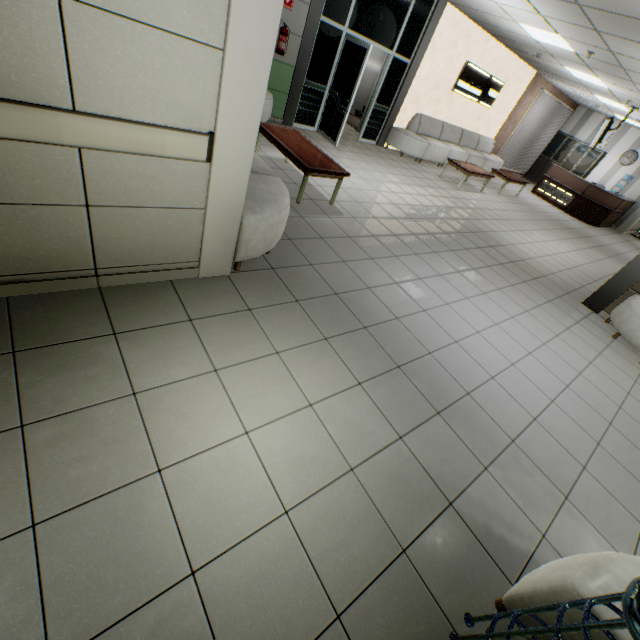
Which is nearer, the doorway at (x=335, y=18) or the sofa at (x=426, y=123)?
the doorway at (x=335, y=18)

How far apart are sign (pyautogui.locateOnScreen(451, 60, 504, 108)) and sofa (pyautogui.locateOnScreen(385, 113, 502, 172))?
0.8m

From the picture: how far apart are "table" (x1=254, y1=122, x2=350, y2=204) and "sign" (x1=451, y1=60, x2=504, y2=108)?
7.0 meters

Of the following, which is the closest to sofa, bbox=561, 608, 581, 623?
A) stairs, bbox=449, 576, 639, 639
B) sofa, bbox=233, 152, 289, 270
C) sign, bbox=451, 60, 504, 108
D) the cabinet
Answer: stairs, bbox=449, 576, 639, 639

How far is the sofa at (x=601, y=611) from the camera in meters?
1.3 m

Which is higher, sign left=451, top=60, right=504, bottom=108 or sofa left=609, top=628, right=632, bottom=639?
sign left=451, top=60, right=504, bottom=108

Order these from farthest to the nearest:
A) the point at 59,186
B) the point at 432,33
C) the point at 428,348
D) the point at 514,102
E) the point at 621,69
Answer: the point at 514,102 → the point at 432,33 → the point at 621,69 → the point at 428,348 → the point at 59,186

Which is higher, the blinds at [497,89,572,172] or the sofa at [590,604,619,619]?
the blinds at [497,89,572,172]
